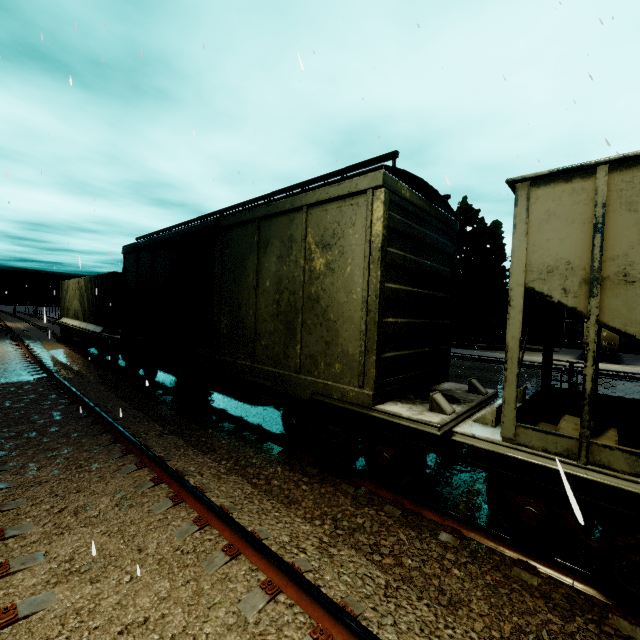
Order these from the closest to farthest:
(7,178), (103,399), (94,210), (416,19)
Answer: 1. (7,178)
2. (103,399)
3. (94,210)
4. (416,19)

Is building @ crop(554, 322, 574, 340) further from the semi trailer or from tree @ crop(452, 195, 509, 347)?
the semi trailer

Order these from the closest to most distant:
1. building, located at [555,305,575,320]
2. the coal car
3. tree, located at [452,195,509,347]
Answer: the coal car, tree, located at [452,195,509,347], building, located at [555,305,575,320]

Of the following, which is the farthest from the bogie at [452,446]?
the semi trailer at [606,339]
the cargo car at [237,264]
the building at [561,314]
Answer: the building at [561,314]

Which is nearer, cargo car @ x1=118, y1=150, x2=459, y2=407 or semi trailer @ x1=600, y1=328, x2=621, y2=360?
cargo car @ x1=118, y1=150, x2=459, y2=407

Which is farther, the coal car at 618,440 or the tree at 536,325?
the tree at 536,325

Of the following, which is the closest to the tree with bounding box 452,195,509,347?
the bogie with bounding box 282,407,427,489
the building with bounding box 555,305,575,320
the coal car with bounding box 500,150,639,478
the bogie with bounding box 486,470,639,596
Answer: the building with bounding box 555,305,575,320

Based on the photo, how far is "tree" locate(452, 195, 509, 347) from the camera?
32.4m
